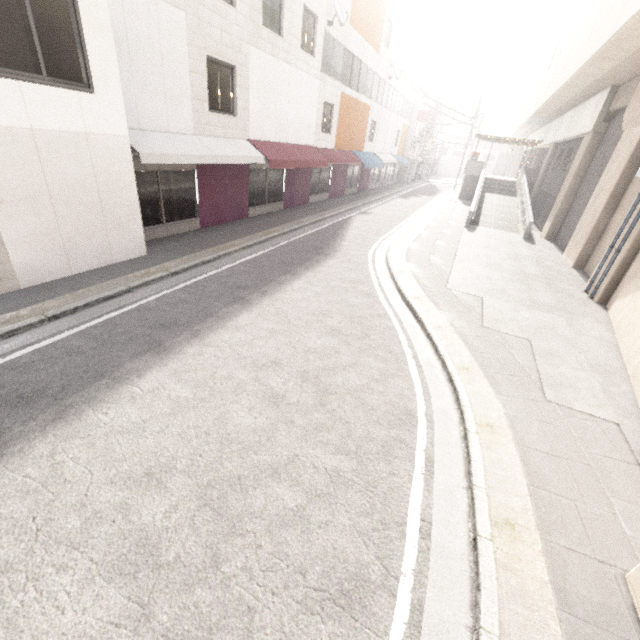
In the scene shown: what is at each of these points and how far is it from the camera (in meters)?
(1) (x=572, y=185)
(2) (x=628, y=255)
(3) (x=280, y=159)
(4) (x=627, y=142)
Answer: (1) concrete pillar, 16.44
(2) concrete pillar, 8.92
(3) awning, 13.48
(4) concrete pillar, 11.59

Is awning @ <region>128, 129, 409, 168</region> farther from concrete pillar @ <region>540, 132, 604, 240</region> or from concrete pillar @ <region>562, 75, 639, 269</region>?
concrete pillar @ <region>540, 132, 604, 240</region>

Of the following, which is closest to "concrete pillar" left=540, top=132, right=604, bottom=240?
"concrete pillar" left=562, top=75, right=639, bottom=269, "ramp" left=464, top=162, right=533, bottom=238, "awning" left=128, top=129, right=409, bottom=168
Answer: "concrete pillar" left=562, top=75, right=639, bottom=269

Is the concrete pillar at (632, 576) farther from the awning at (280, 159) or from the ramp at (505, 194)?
the awning at (280, 159)

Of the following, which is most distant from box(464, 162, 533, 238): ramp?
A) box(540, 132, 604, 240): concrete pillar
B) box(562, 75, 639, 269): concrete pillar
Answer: box(562, 75, 639, 269): concrete pillar

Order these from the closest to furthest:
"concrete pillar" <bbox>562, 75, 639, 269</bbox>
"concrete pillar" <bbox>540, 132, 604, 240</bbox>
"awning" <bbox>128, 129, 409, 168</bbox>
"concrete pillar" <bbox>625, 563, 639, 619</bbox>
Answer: "concrete pillar" <bbox>625, 563, 639, 619</bbox>, "awning" <bbox>128, 129, 409, 168</bbox>, "concrete pillar" <bbox>562, 75, 639, 269</bbox>, "concrete pillar" <bbox>540, 132, 604, 240</bbox>

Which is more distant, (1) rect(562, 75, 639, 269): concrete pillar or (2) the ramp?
(2) the ramp

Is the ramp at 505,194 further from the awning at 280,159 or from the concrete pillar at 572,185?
the awning at 280,159
